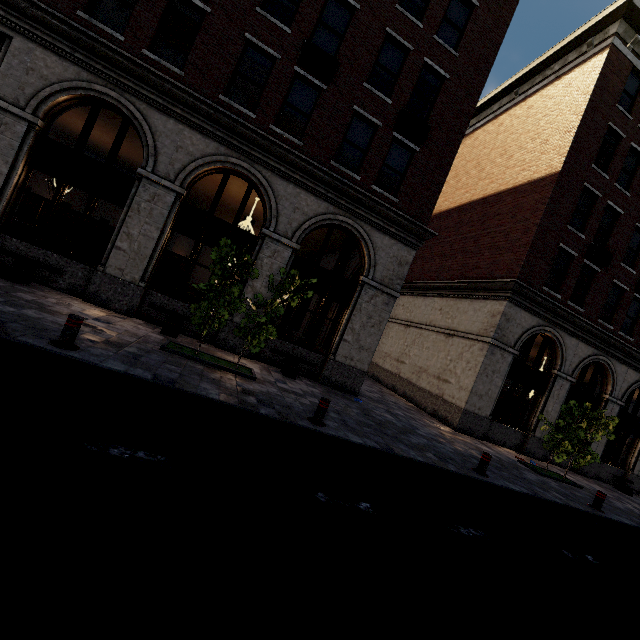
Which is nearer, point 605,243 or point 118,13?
point 118,13

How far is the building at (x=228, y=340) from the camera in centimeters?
1079cm

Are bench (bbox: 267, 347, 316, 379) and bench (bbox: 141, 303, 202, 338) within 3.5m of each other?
yes

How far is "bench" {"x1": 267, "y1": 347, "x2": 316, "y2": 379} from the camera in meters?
10.8 m

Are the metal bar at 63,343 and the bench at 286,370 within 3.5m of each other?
no

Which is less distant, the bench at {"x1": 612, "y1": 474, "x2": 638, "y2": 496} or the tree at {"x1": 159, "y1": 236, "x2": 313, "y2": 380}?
the tree at {"x1": 159, "y1": 236, "x2": 313, "y2": 380}

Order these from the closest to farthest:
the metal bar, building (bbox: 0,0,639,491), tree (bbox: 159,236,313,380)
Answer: the metal bar → tree (bbox: 159,236,313,380) → building (bbox: 0,0,639,491)

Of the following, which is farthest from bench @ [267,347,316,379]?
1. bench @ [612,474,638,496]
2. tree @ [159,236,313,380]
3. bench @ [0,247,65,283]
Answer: bench @ [612,474,638,496]
